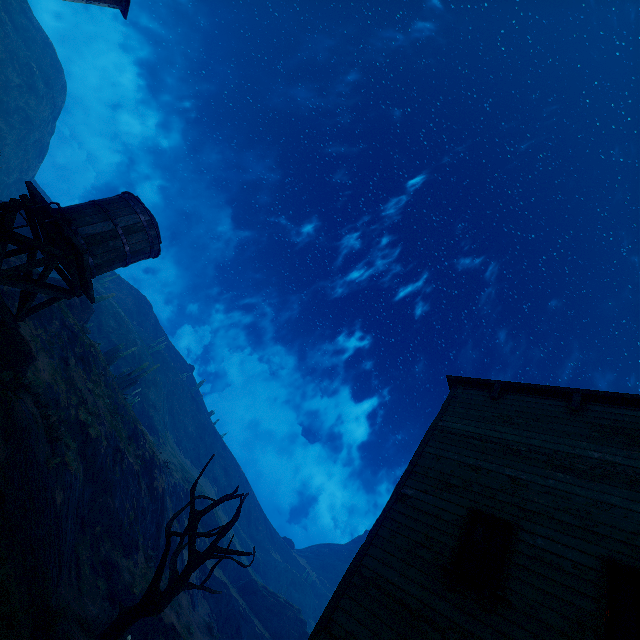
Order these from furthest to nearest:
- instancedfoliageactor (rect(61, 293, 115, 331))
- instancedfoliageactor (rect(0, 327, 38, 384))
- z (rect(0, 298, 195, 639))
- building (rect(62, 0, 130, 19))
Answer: instancedfoliageactor (rect(61, 293, 115, 331)) → building (rect(62, 0, 130, 19)) → instancedfoliageactor (rect(0, 327, 38, 384)) → z (rect(0, 298, 195, 639))

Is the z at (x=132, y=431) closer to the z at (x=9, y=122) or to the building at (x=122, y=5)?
the z at (x=9, y=122)

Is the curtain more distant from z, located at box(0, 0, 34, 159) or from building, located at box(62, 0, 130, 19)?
z, located at box(0, 0, 34, 159)

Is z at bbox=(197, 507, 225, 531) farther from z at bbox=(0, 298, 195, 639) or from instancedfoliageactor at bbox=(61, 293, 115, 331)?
instancedfoliageactor at bbox=(61, 293, 115, 331)

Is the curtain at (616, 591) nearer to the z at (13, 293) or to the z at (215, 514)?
the z at (13, 293)

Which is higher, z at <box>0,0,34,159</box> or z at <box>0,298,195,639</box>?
z at <box>0,0,34,159</box>

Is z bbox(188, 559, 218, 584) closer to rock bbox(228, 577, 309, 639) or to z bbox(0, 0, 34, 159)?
rock bbox(228, 577, 309, 639)

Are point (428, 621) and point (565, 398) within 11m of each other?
yes
